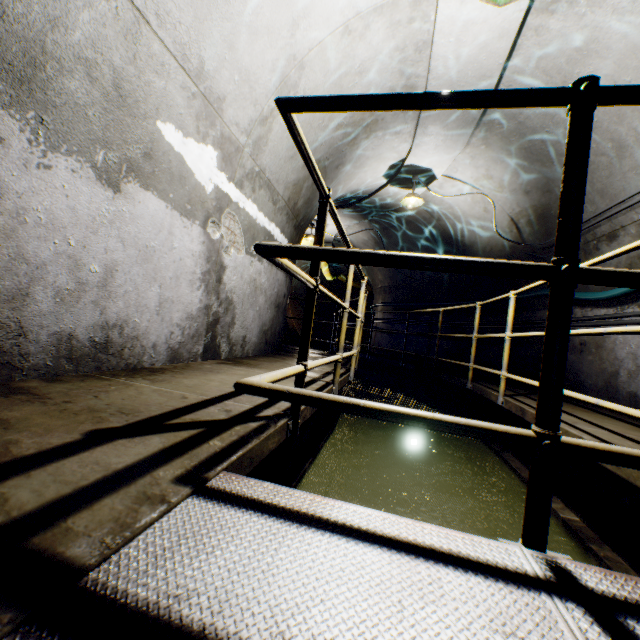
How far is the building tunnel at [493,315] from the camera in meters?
6.5

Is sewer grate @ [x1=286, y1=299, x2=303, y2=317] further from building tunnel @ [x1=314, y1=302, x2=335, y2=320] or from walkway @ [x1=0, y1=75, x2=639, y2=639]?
Result: walkway @ [x1=0, y1=75, x2=639, y2=639]

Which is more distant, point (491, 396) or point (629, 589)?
point (491, 396)

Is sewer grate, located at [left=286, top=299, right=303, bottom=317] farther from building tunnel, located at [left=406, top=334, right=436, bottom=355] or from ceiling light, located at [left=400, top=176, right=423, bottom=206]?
ceiling light, located at [left=400, top=176, right=423, bottom=206]

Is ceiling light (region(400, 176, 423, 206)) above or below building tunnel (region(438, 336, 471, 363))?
above

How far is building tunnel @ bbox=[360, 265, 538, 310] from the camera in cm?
673

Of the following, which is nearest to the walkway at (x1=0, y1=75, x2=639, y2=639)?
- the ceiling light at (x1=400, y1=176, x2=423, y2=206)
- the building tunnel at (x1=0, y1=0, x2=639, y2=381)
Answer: the building tunnel at (x1=0, y1=0, x2=639, y2=381)

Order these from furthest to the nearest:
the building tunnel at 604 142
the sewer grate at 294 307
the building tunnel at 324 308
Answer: the building tunnel at 324 308 < the sewer grate at 294 307 < the building tunnel at 604 142
